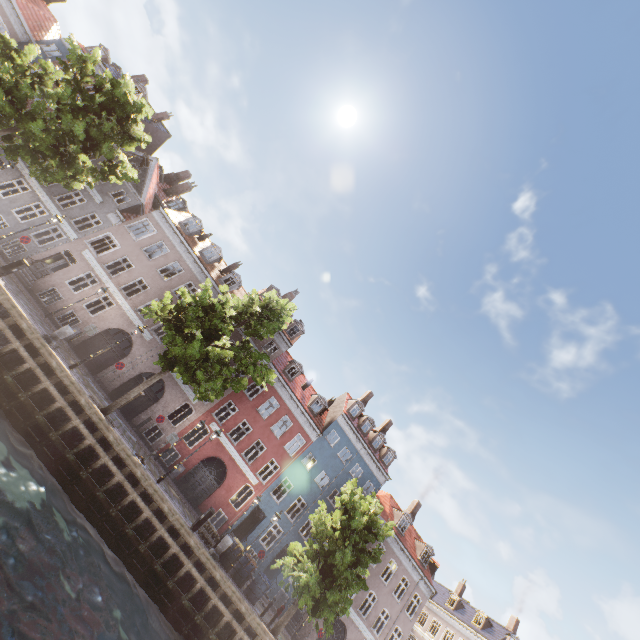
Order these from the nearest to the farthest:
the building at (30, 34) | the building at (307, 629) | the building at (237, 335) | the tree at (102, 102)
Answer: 1. the tree at (102, 102)
2. the building at (307, 629)
3. the building at (30, 34)
4. the building at (237, 335)

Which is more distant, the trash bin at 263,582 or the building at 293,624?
the building at 293,624

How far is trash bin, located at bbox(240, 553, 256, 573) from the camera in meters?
17.8

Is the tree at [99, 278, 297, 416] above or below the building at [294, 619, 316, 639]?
above

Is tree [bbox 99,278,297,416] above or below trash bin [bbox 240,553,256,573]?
above

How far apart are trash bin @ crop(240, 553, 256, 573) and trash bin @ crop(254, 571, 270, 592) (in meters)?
0.36

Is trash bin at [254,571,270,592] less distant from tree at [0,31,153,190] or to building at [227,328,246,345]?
tree at [0,31,153,190]

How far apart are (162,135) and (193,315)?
26.48m
